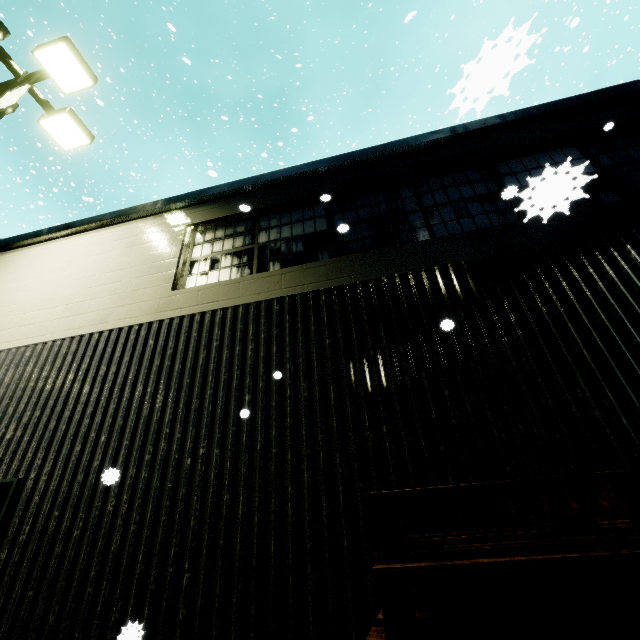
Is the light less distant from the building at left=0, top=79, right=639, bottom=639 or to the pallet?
the building at left=0, top=79, right=639, bottom=639

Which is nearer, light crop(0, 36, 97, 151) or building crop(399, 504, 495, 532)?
building crop(399, 504, 495, 532)

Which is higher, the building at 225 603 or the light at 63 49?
the light at 63 49

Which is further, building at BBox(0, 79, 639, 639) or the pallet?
building at BBox(0, 79, 639, 639)

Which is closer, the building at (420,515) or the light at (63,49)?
the building at (420,515)

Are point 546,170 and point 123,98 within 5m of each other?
no

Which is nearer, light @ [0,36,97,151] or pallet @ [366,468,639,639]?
pallet @ [366,468,639,639]

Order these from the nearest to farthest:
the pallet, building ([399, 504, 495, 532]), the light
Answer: the pallet → building ([399, 504, 495, 532]) → the light
